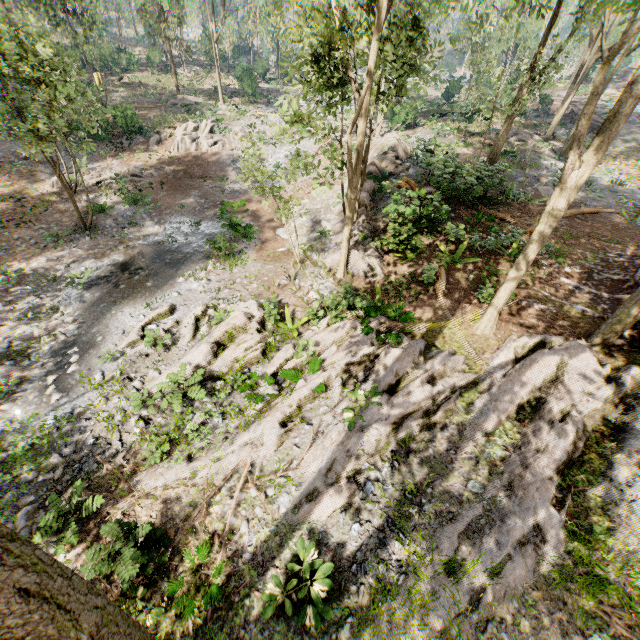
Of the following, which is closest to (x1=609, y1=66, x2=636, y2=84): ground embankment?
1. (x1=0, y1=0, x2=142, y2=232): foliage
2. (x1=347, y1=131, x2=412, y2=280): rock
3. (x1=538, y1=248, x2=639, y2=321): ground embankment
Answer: (x1=0, y1=0, x2=142, y2=232): foliage

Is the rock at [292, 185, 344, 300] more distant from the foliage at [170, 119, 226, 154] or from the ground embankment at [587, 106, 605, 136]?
Result: the ground embankment at [587, 106, 605, 136]

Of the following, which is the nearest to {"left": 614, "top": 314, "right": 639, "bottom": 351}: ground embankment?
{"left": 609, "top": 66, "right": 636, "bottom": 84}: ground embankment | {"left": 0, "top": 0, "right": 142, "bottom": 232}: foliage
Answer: {"left": 0, "top": 0, "right": 142, "bottom": 232}: foliage

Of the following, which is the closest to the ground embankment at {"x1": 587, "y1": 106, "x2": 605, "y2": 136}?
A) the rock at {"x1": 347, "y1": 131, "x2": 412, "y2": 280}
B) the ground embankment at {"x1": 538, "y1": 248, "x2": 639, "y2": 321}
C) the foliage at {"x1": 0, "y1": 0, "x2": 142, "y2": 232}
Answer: the foliage at {"x1": 0, "y1": 0, "x2": 142, "y2": 232}

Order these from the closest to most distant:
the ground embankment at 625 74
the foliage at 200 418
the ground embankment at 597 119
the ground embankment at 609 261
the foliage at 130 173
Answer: the foliage at 200 418
the ground embankment at 609 261
the foliage at 130 173
the ground embankment at 597 119
the ground embankment at 625 74

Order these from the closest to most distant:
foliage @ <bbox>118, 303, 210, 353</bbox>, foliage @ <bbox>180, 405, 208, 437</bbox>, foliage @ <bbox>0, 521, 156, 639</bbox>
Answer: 1. foliage @ <bbox>0, 521, 156, 639</bbox>
2. foliage @ <bbox>180, 405, 208, 437</bbox>
3. foliage @ <bbox>118, 303, 210, 353</bbox>

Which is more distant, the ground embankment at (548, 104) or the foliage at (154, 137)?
the ground embankment at (548, 104)

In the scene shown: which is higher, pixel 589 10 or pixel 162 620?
pixel 589 10
